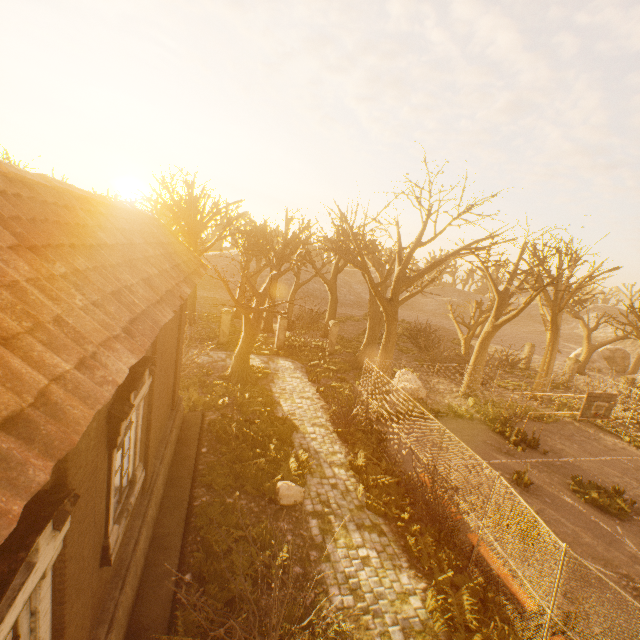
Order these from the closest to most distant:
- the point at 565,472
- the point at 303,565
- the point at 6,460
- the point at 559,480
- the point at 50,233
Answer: the point at 6,460
the point at 50,233
the point at 303,565
the point at 559,480
the point at 565,472

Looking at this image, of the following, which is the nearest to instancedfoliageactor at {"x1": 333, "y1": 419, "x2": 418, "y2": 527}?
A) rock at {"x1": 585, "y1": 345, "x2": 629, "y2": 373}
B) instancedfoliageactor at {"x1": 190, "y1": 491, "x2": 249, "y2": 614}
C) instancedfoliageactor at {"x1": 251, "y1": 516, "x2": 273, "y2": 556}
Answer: instancedfoliageactor at {"x1": 251, "y1": 516, "x2": 273, "y2": 556}

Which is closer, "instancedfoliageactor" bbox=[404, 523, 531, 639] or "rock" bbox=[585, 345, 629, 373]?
"instancedfoliageactor" bbox=[404, 523, 531, 639]

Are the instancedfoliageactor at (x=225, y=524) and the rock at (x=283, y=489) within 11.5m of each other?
yes

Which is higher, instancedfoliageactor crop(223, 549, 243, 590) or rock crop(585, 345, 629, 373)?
rock crop(585, 345, 629, 373)

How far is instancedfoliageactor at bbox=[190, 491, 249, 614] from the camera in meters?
6.6

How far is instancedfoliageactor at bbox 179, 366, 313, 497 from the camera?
9.98m

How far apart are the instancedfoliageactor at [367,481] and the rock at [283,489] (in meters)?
1.82
